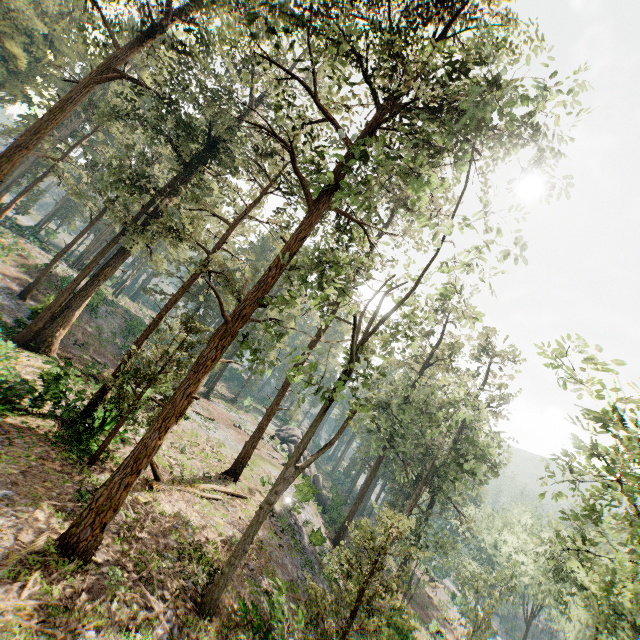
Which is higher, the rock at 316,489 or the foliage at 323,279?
the foliage at 323,279

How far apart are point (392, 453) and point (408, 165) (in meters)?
23.20

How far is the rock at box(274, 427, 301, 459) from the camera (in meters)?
44.49

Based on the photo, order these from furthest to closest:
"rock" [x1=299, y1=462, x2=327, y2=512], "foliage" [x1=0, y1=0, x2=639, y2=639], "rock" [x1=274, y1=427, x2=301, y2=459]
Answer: "rock" [x1=274, y1=427, x2=301, y2=459], "rock" [x1=299, y1=462, x2=327, y2=512], "foliage" [x1=0, y1=0, x2=639, y2=639]

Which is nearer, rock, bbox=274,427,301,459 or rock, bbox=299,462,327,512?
rock, bbox=299,462,327,512

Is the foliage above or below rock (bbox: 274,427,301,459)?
above

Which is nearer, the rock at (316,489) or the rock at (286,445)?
the rock at (316,489)
